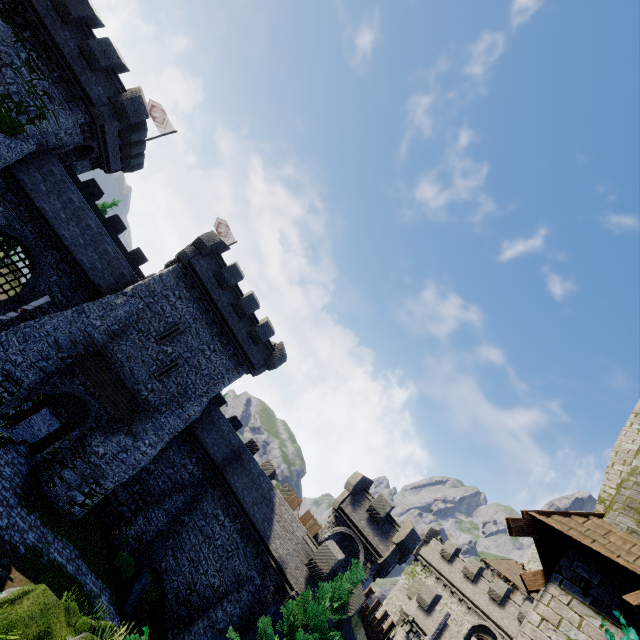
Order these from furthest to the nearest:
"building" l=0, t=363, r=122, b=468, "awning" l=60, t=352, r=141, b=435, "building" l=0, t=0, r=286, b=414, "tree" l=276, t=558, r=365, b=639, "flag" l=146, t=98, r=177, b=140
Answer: "flag" l=146, t=98, r=177, b=140, "awning" l=60, t=352, r=141, b=435, "building" l=0, t=363, r=122, b=468, "building" l=0, t=0, r=286, b=414, "tree" l=276, t=558, r=365, b=639

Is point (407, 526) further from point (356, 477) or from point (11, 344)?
point (11, 344)

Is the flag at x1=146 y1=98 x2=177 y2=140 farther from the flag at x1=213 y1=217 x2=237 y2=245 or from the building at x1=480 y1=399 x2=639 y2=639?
→ the building at x1=480 y1=399 x2=639 y2=639

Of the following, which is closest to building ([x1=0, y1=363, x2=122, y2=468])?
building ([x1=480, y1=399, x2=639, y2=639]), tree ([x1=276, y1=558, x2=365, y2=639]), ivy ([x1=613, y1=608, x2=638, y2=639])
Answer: tree ([x1=276, y1=558, x2=365, y2=639])

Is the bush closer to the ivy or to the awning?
the awning

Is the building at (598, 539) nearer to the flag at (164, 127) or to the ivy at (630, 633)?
the ivy at (630, 633)

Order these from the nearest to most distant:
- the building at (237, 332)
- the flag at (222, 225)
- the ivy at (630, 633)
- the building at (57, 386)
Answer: the ivy at (630, 633) → the building at (237, 332) → the building at (57, 386) → the flag at (222, 225)

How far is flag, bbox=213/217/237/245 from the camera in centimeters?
3209cm
